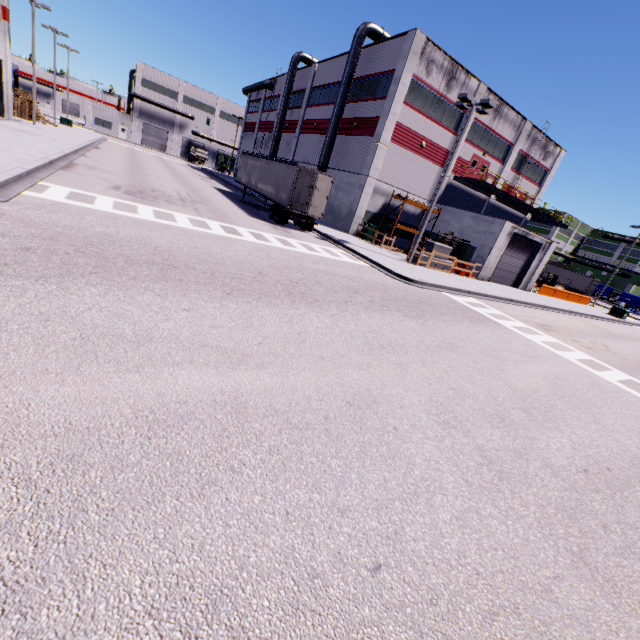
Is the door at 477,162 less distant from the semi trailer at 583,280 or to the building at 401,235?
the building at 401,235

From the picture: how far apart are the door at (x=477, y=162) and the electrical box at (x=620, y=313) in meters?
20.8 m

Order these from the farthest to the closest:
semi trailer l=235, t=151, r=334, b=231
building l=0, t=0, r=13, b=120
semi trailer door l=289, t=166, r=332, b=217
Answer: building l=0, t=0, r=13, b=120 < semi trailer l=235, t=151, r=334, b=231 < semi trailer door l=289, t=166, r=332, b=217

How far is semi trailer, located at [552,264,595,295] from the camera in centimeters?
5529cm

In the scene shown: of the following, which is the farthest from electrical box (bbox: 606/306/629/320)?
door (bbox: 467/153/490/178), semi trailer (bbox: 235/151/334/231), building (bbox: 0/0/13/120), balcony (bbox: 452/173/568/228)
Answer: door (bbox: 467/153/490/178)

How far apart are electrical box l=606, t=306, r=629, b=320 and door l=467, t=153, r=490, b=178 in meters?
20.8

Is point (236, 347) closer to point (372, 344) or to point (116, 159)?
point (372, 344)

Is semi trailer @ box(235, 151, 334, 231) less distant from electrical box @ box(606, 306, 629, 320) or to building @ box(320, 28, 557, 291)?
building @ box(320, 28, 557, 291)
